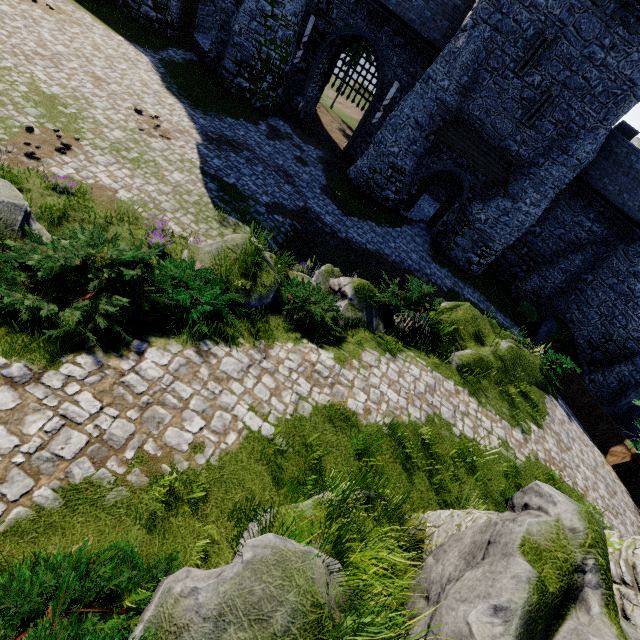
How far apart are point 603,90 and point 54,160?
25.22m

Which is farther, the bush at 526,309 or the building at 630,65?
the bush at 526,309

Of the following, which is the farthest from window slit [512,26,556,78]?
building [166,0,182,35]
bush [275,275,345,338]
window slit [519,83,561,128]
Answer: bush [275,275,345,338]

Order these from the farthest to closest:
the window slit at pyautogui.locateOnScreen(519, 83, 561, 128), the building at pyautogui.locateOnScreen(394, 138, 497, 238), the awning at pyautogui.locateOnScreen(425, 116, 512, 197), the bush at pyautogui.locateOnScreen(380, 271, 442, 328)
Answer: the building at pyautogui.locateOnScreen(394, 138, 497, 238), the awning at pyautogui.locateOnScreen(425, 116, 512, 197), the window slit at pyautogui.locateOnScreen(519, 83, 561, 128), the bush at pyautogui.locateOnScreen(380, 271, 442, 328)

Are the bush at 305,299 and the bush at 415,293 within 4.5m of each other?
yes

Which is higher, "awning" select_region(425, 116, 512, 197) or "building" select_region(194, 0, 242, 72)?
"awning" select_region(425, 116, 512, 197)

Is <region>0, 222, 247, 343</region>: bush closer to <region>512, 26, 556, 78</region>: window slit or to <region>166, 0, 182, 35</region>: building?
<region>166, 0, 182, 35</region>: building

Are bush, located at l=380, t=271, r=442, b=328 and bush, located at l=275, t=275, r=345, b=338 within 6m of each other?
yes
